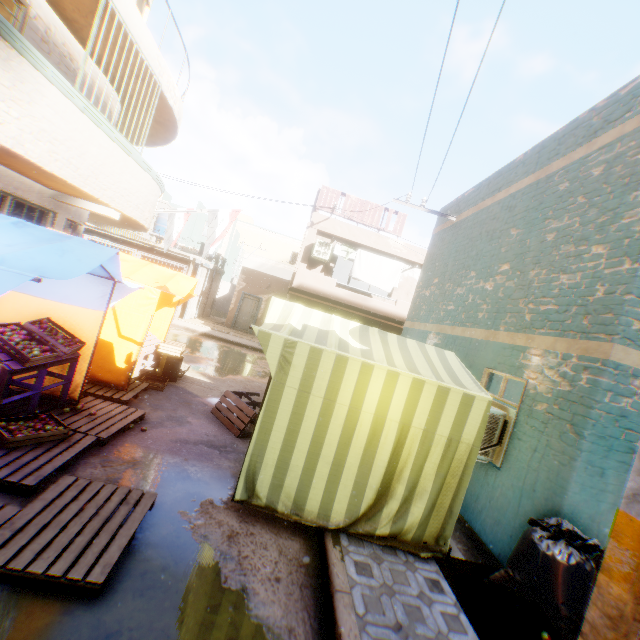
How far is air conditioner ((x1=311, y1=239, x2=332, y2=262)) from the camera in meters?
15.2

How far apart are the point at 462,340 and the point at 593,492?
3.5m

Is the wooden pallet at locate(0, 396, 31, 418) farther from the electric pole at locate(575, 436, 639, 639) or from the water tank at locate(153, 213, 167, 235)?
the water tank at locate(153, 213, 167, 235)

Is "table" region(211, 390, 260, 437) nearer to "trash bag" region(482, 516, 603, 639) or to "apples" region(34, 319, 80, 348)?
"apples" region(34, 319, 80, 348)

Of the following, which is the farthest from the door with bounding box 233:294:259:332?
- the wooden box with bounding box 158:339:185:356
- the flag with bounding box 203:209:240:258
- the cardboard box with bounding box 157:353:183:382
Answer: the wooden box with bounding box 158:339:185:356

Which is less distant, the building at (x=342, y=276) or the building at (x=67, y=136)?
the building at (x=67, y=136)

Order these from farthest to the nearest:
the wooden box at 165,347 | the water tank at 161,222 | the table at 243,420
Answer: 1. the water tank at 161,222
2. the wooden box at 165,347
3. the table at 243,420

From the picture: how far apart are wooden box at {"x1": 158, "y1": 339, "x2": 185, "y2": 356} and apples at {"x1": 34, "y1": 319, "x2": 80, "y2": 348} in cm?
289
